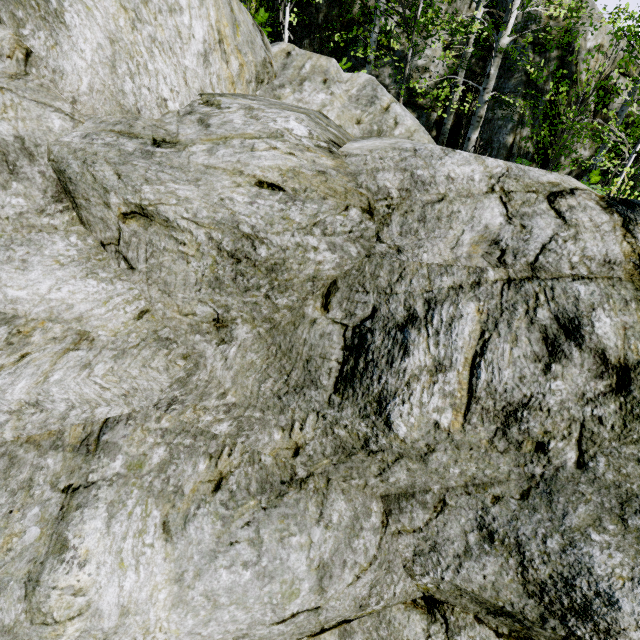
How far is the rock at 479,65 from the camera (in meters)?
10.19

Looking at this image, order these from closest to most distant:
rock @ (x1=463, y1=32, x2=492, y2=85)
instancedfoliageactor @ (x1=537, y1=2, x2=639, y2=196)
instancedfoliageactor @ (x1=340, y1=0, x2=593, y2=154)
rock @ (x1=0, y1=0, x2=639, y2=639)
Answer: rock @ (x1=0, y1=0, x2=639, y2=639)
instancedfoliageactor @ (x1=537, y1=2, x2=639, y2=196)
instancedfoliageactor @ (x1=340, y1=0, x2=593, y2=154)
rock @ (x1=463, y1=32, x2=492, y2=85)

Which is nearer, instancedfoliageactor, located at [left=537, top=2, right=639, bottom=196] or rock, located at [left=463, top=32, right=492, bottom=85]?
instancedfoliageactor, located at [left=537, top=2, right=639, bottom=196]

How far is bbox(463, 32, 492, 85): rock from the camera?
10.2 meters

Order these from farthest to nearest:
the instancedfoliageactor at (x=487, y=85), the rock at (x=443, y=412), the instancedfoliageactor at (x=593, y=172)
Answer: the instancedfoliageactor at (x=487, y=85), the instancedfoliageactor at (x=593, y=172), the rock at (x=443, y=412)

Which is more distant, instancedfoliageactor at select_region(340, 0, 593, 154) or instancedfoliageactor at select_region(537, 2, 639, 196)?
instancedfoliageactor at select_region(340, 0, 593, 154)

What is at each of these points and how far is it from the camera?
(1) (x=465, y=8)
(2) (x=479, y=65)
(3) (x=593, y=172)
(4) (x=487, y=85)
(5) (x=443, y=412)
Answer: (1) rock, 10.3 meters
(2) rock, 10.2 meters
(3) instancedfoliageactor, 6.2 meters
(4) instancedfoliageactor, 8.1 meters
(5) rock, 2.6 meters
